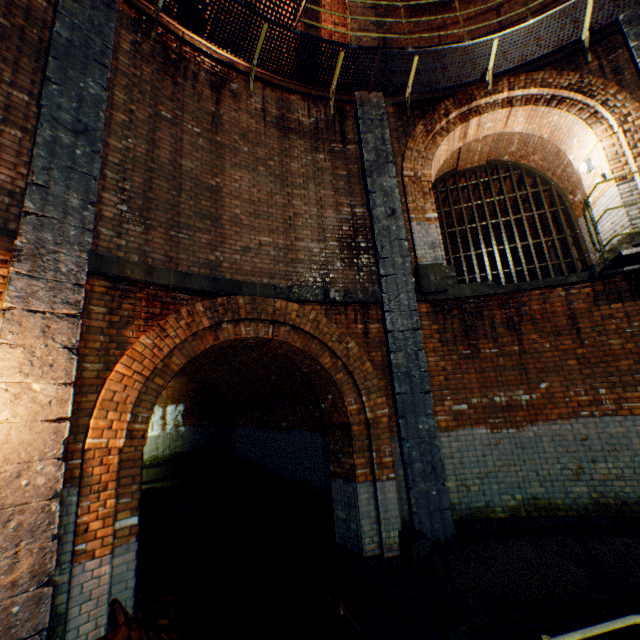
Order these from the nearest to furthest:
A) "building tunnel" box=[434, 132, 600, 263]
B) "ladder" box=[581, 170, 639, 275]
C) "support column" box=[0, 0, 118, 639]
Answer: "support column" box=[0, 0, 118, 639] → "ladder" box=[581, 170, 639, 275] → "building tunnel" box=[434, 132, 600, 263]

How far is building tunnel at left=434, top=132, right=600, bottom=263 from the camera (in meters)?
8.41

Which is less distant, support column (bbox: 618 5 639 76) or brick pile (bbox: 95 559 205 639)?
brick pile (bbox: 95 559 205 639)

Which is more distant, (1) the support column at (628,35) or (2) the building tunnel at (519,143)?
(2) the building tunnel at (519,143)

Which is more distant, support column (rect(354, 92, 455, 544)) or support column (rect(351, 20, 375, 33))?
support column (rect(351, 20, 375, 33))

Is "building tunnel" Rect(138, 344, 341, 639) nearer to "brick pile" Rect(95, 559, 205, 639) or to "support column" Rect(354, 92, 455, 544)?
"brick pile" Rect(95, 559, 205, 639)

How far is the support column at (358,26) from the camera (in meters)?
7.79

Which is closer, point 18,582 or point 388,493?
point 18,582
